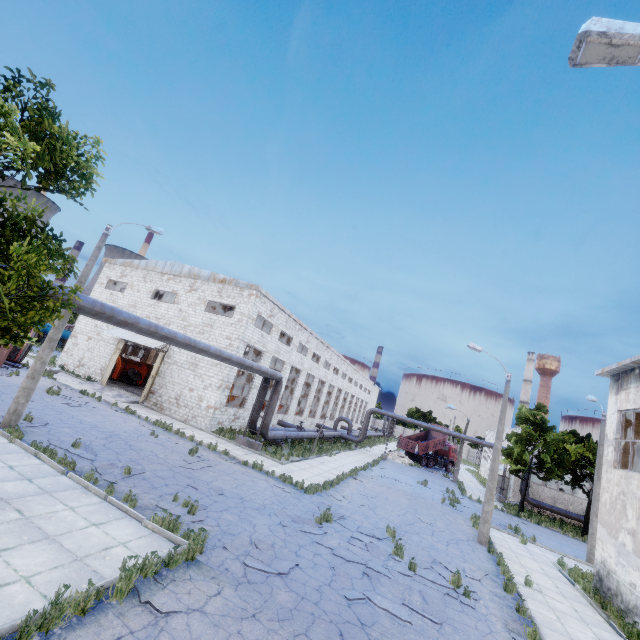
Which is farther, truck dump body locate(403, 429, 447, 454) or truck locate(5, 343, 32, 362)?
truck dump body locate(403, 429, 447, 454)

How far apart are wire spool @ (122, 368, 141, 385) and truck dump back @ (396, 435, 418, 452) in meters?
32.2 m

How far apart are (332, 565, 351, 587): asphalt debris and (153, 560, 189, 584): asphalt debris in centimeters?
384cm

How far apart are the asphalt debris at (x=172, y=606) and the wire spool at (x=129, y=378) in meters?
27.5

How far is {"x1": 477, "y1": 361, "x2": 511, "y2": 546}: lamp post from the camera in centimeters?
1628cm

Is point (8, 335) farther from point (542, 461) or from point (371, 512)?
point (542, 461)

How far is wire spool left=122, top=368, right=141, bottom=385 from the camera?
30.8 meters

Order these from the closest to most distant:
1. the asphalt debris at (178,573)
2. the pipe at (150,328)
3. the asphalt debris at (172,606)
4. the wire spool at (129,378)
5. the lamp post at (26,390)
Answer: the asphalt debris at (172,606)
the asphalt debris at (178,573)
the pipe at (150,328)
the lamp post at (26,390)
the wire spool at (129,378)
